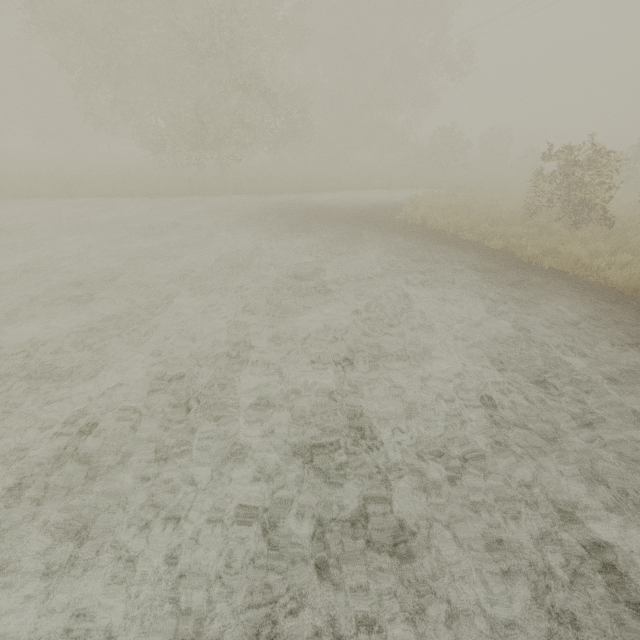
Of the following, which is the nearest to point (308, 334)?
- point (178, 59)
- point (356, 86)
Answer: point (178, 59)
